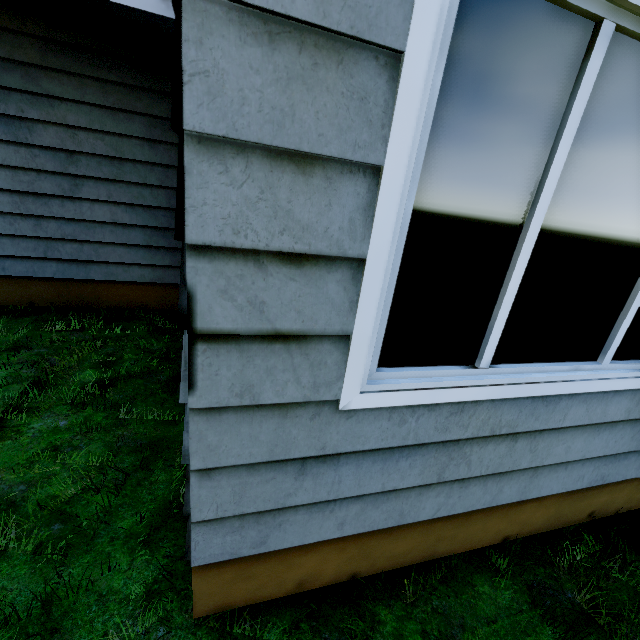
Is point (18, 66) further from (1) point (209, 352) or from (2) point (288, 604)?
(2) point (288, 604)
